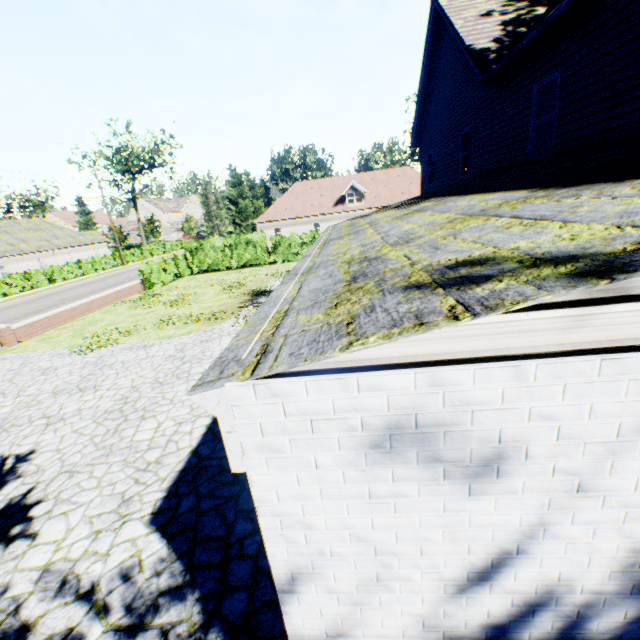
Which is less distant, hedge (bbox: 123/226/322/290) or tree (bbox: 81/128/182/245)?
hedge (bbox: 123/226/322/290)

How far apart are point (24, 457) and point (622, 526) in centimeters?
924cm

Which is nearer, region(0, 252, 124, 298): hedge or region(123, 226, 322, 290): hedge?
region(123, 226, 322, 290): hedge

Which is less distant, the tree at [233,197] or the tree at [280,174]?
the tree at [233,197]

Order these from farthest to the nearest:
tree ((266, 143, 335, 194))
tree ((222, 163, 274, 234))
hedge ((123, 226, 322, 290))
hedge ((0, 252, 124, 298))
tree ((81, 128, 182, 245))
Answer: tree ((81, 128, 182, 245))
tree ((266, 143, 335, 194))
tree ((222, 163, 274, 234))
hedge ((0, 252, 124, 298))
hedge ((123, 226, 322, 290))

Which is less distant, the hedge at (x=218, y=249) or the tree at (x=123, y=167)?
the hedge at (x=218, y=249)

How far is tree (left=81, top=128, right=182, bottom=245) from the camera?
50.8m
